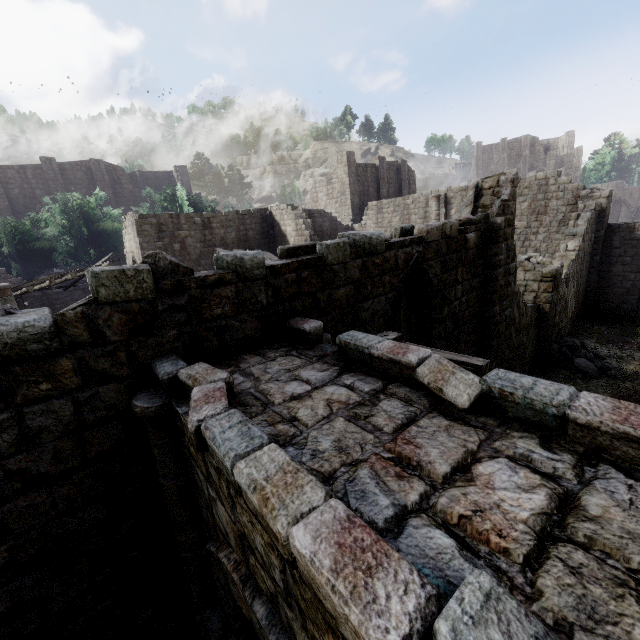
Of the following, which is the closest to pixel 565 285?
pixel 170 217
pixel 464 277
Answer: pixel 464 277

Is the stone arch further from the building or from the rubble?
the rubble

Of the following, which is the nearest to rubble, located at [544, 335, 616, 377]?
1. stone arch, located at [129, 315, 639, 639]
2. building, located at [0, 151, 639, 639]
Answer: building, located at [0, 151, 639, 639]

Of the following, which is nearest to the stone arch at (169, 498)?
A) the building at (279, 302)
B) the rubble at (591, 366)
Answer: the building at (279, 302)

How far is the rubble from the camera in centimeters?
1311cm

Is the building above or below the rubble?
above

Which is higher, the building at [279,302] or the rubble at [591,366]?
the building at [279,302]

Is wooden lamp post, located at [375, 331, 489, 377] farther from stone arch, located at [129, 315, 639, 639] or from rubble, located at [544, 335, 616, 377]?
rubble, located at [544, 335, 616, 377]
